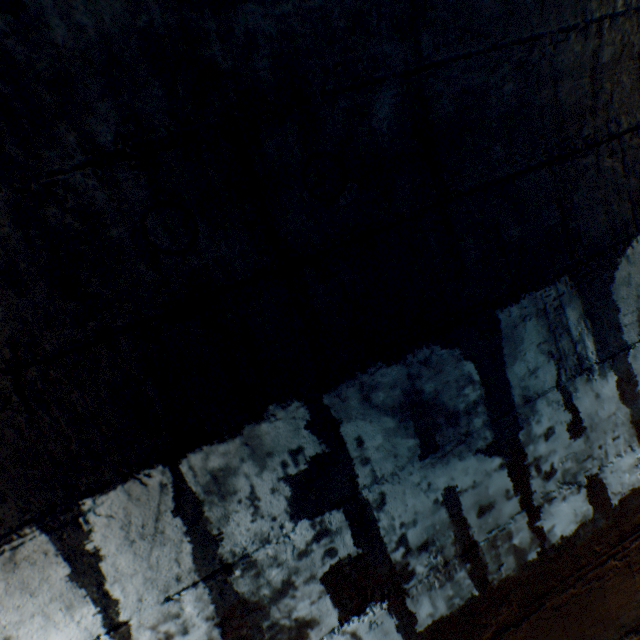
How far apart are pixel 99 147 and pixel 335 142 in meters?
0.5 m
